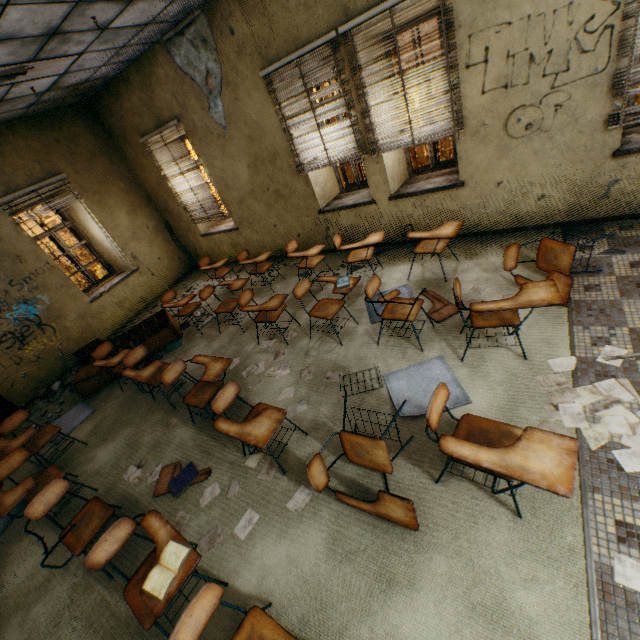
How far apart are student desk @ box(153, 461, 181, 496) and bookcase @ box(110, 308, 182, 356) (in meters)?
2.66

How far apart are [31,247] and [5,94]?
2.5 meters

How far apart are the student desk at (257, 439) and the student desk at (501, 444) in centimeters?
212cm

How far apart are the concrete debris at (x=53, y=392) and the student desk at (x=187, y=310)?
2.1 meters

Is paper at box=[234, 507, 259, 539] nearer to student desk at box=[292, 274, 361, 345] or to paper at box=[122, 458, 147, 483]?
paper at box=[122, 458, 147, 483]

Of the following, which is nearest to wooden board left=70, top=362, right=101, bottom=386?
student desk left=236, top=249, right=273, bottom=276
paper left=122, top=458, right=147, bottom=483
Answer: paper left=122, top=458, right=147, bottom=483

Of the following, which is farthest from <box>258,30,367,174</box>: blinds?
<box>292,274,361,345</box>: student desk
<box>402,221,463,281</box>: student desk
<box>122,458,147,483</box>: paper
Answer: <box>122,458,147,483</box>: paper

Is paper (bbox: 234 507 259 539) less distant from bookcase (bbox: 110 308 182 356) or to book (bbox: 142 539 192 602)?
book (bbox: 142 539 192 602)
